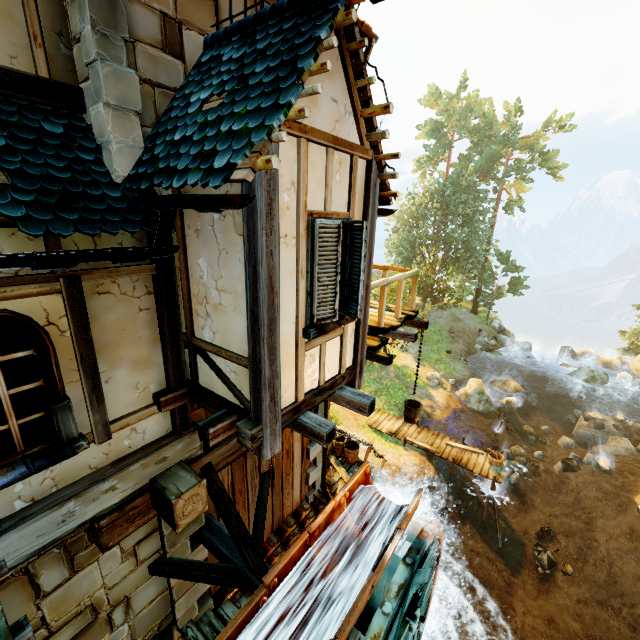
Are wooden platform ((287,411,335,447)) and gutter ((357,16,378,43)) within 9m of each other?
yes

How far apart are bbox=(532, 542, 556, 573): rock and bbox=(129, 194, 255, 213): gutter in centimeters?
1822cm

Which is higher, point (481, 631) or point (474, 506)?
point (474, 506)

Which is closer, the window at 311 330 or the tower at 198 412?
the window at 311 330

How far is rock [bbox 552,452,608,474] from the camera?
16.3 meters

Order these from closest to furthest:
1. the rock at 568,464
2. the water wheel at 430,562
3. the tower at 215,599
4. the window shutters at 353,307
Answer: the window shutters at 353,307
the water wheel at 430,562
the tower at 215,599
the rock at 568,464

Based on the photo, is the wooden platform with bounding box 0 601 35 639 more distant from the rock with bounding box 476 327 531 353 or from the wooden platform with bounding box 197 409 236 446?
the rock with bounding box 476 327 531 353

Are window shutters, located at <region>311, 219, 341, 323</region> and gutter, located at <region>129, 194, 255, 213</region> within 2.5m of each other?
yes
